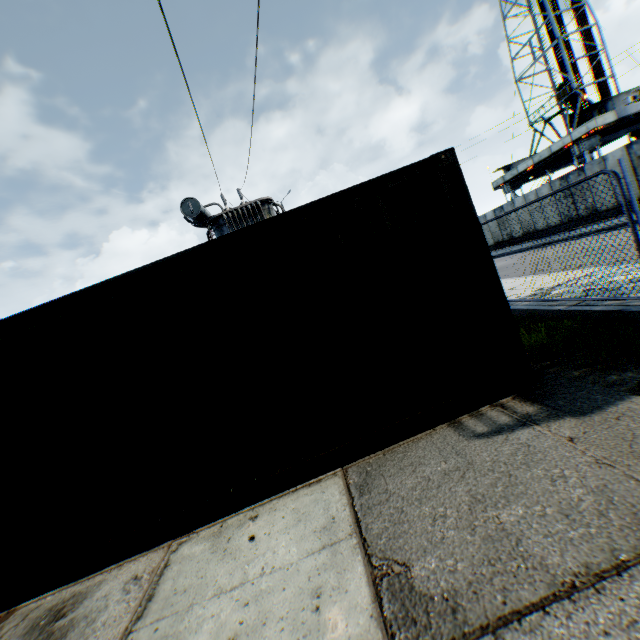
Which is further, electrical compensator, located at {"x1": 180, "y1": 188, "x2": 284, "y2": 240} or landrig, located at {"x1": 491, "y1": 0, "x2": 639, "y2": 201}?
landrig, located at {"x1": 491, "y1": 0, "x2": 639, "y2": 201}

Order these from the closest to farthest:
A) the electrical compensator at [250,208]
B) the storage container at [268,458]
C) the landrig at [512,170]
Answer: the storage container at [268,458], the electrical compensator at [250,208], the landrig at [512,170]

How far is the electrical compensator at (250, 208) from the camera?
12.4m

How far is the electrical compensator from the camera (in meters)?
12.42

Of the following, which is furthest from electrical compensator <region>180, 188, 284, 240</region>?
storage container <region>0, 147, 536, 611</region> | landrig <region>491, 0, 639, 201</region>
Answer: landrig <region>491, 0, 639, 201</region>

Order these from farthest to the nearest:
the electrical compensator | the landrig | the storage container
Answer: the landrig, the electrical compensator, the storage container

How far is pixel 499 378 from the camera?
3.91m

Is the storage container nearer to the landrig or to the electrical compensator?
the electrical compensator
